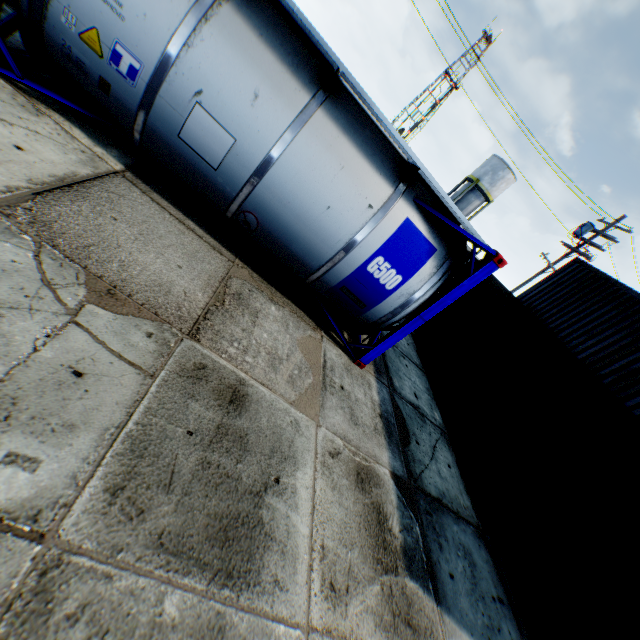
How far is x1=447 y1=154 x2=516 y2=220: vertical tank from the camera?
35.3m

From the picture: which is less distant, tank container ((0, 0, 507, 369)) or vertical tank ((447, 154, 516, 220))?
tank container ((0, 0, 507, 369))

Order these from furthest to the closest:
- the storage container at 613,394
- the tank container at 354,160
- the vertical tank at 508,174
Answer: the vertical tank at 508,174 < the storage container at 613,394 < the tank container at 354,160

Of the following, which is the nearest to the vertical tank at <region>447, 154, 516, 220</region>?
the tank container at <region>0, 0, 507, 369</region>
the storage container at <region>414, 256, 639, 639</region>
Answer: the storage container at <region>414, 256, 639, 639</region>

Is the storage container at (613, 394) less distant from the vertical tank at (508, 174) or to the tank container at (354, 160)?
the tank container at (354, 160)

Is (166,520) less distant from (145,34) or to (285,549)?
(285,549)

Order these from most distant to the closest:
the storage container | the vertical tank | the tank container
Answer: the vertical tank
the storage container
the tank container

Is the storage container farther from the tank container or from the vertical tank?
the vertical tank
